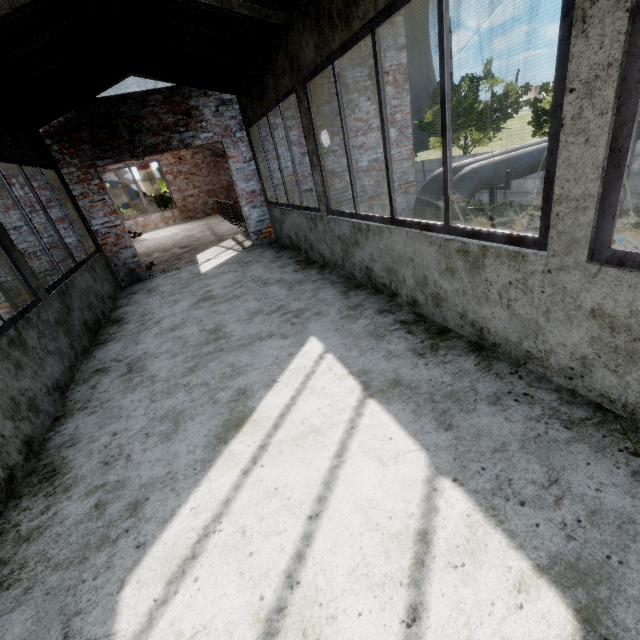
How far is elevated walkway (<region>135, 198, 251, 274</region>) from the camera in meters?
7.8

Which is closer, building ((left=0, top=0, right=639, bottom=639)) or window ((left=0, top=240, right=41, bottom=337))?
building ((left=0, top=0, right=639, bottom=639))

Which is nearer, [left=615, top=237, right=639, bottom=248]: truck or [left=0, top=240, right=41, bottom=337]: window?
[left=0, top=240, right=41, bottom=337]: window

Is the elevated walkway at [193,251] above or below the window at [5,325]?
below

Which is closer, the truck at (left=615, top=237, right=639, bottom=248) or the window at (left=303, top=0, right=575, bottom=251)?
the window at (left=303, top=0, right=575, bottom=251)

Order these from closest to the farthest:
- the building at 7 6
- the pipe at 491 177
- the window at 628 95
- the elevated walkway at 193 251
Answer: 1. the window at 628 95
2. the building at 7 6
3. the pipe at 491 177
4. the elevated walkway at 193 251

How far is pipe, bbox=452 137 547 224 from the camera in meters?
6.6 m

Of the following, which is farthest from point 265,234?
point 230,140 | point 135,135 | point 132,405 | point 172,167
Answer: point 172,167
